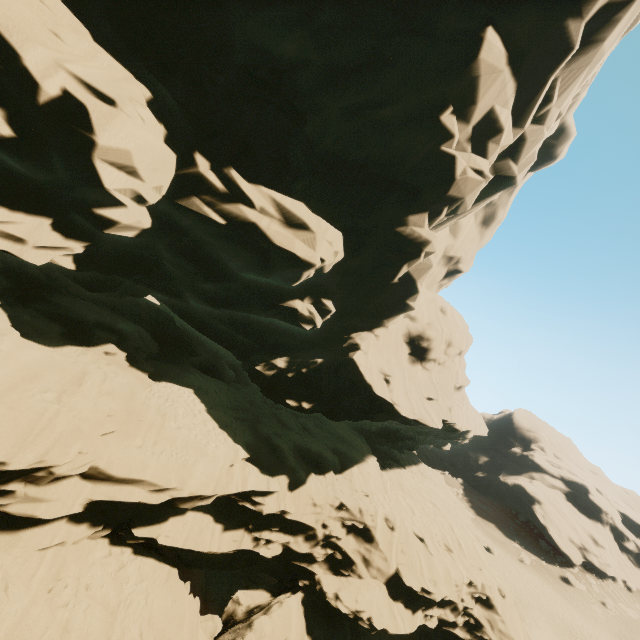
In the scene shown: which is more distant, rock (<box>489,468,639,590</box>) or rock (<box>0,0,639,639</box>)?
rock (<box>489,468,639,590</box>)

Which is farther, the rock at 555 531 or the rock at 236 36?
the rock at 555 531

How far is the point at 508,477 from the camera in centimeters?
5956cm
